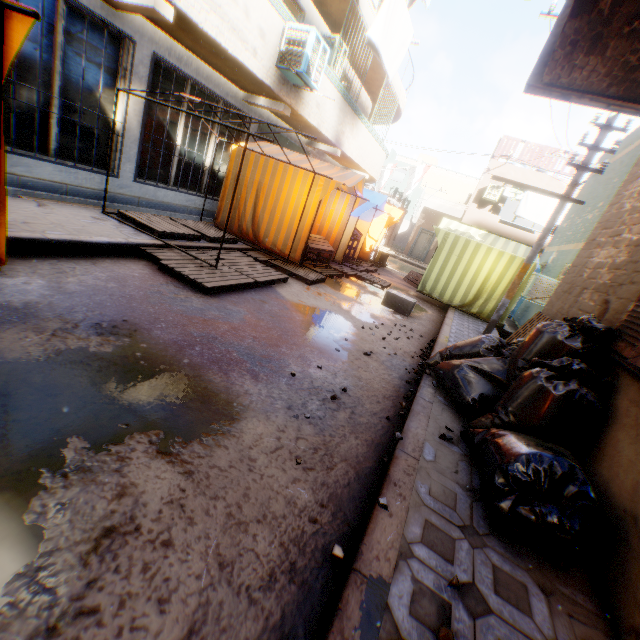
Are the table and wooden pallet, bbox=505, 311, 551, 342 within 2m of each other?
no

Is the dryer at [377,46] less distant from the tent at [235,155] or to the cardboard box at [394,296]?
the tent at [235,155]

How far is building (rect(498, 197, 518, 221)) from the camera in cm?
2435

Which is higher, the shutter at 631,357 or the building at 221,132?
the building at 221,132

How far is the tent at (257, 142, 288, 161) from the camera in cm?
808

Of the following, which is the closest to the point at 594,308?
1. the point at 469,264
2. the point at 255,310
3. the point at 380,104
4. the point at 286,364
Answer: the point at 286,364

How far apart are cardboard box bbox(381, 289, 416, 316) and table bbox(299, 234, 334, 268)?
1.26m
